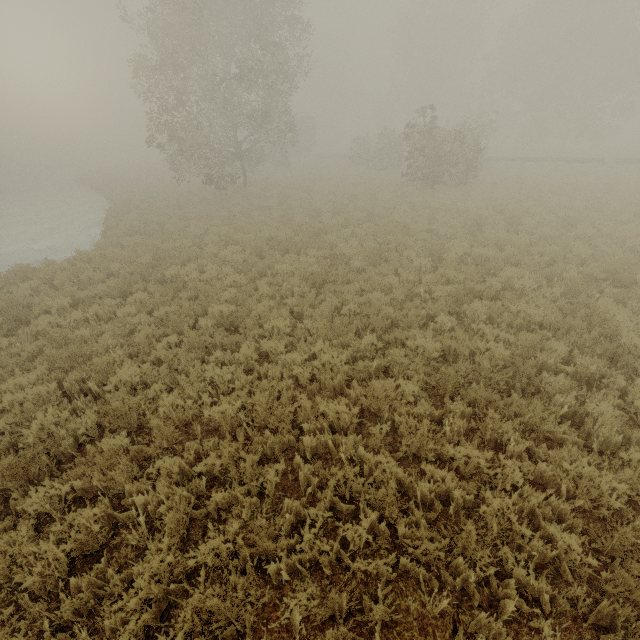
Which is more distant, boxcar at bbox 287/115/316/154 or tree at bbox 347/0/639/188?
boxcar at bbox 287/115/316/154

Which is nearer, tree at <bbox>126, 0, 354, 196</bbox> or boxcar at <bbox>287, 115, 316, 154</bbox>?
tree at <bbox>126, 0, 354, 196</bbox>

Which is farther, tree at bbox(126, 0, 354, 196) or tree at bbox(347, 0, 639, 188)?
tree at bbox(347, 0, 639, 188)

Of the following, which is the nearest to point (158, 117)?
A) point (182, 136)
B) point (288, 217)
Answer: point (182, 136)

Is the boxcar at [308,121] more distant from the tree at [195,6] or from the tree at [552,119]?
the tree at [195,6]

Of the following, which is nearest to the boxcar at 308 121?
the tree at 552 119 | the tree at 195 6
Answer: the tree at 552 119

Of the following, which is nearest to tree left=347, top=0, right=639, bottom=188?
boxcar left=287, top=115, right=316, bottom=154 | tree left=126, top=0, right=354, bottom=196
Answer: tree left=126, top=0, right=354, bottom=196

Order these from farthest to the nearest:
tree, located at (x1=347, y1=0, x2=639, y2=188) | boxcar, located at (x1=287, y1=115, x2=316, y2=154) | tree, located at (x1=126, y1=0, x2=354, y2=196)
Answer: boxcar, located at (x1=287, y1=115, x2=316, y2=154), tree, located at (x1=347, y1=0, x2=639, y2=188), tree, located at (x1=126, y1=0, x2=354, y2=196)
